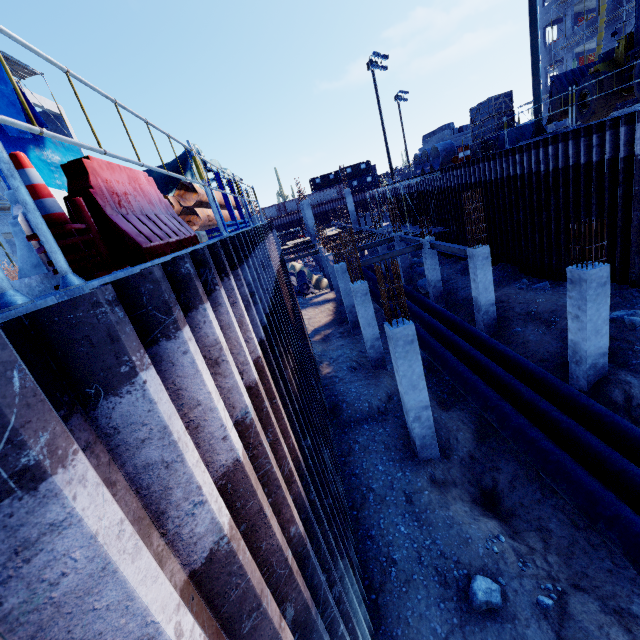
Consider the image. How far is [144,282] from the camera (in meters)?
1.57

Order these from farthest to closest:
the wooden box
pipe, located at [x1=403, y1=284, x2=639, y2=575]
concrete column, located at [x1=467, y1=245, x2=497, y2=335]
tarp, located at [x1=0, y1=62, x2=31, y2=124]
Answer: the wooden box, tarp, located at [x1=0, y1=62, x2=31, y2=124], concrete column, located at [x1=467, y1=245, x2=497, y2=335], pipe, located at [x1=403, y1=284, x2=639, y2=575]

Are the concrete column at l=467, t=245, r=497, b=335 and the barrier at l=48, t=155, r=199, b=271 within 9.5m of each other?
no

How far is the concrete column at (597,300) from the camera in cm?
796

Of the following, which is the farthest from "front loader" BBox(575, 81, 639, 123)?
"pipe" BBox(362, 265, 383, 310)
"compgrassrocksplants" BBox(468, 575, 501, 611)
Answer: "compgrassrocksplants" BBox(468, 575, 501, 611)

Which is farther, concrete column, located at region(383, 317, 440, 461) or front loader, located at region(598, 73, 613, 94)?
front loader, located at region(598, 73, 613, 94)

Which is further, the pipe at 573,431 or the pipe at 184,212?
the pipe at 184,212

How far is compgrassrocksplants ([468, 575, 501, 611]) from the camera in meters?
5.8
